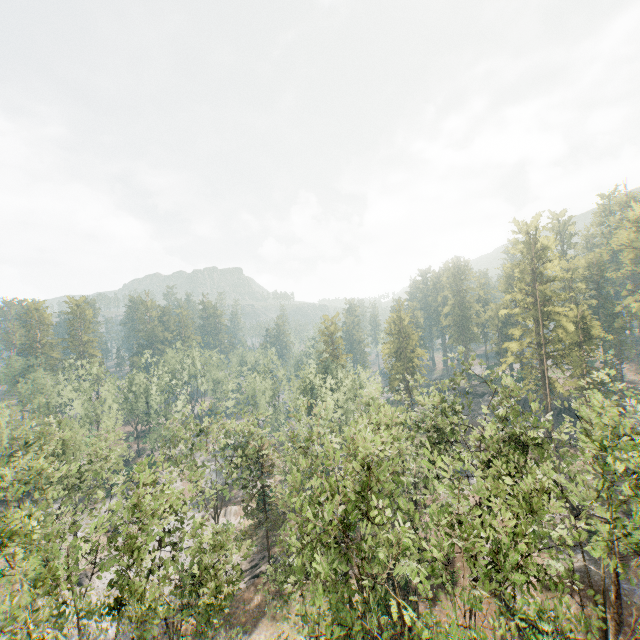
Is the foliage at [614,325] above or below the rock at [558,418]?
above

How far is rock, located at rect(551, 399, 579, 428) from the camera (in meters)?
53.91

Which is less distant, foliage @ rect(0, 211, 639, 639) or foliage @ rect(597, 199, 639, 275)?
foliage @ rect(0, 211, 639, 639)

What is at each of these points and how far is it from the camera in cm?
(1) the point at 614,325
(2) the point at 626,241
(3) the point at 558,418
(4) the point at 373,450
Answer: (1) foliage, 5738
(2) foliage, 5622
(3) rock, 5597
(4) foliage, 1998

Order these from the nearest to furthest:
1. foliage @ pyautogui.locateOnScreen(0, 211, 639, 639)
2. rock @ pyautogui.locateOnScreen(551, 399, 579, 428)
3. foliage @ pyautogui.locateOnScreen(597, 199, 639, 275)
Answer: foliage @ pyautogui.locateOnScreen(0, 211, 639, 639) < rock @ pyautogui.locateOnScreen(551, 399, 579, 428) < foliage @ pyautogui.locateOnScreen(597, 199, 639, 275)

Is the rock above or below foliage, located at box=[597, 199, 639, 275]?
below

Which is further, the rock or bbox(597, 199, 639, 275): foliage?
bbox(597, 199, 639, 275): foliage

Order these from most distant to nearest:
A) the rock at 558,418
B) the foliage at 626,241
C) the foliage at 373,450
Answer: the foliage at 626,241, the rock at 558,418, the foliage at 373,450
